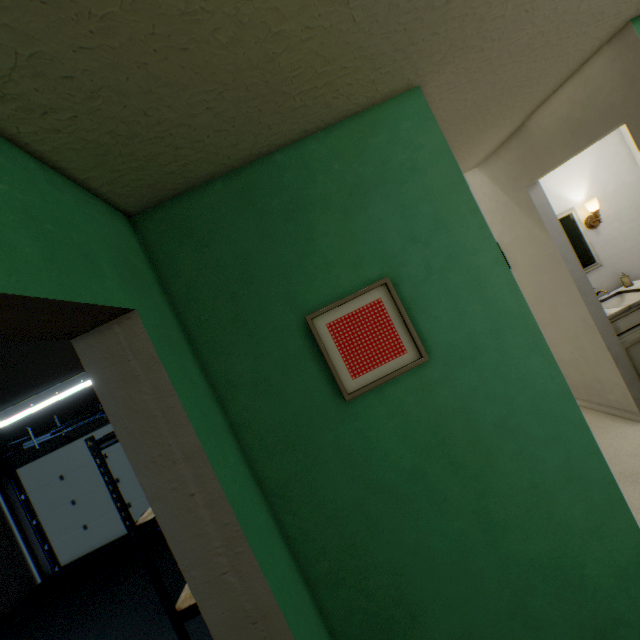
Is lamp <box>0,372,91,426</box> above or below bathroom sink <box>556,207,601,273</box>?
above

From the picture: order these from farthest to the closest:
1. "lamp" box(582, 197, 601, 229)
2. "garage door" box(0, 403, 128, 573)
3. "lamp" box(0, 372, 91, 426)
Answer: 1. "garage door" box(0, 403, 128, 573)
2. "lamp" box(582, 197, 601, 229)
3. "lamp" box(0, 372, 91, 426)

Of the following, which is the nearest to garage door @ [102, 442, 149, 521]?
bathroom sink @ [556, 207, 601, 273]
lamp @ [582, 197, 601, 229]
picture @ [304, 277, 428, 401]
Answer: picture @ [304, 277, 428, 401]

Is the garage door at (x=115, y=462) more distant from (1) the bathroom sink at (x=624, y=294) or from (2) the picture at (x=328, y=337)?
(1) the bathroom sink at (x=624, y=294)

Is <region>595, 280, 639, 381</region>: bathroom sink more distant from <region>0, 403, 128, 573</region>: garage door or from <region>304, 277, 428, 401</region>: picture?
<region>0, 403, 128, 573</region>: garage door

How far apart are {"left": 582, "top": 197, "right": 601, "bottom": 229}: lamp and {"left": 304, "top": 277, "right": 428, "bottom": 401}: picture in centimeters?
317cm

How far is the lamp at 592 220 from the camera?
3.1m

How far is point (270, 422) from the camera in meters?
1.2
